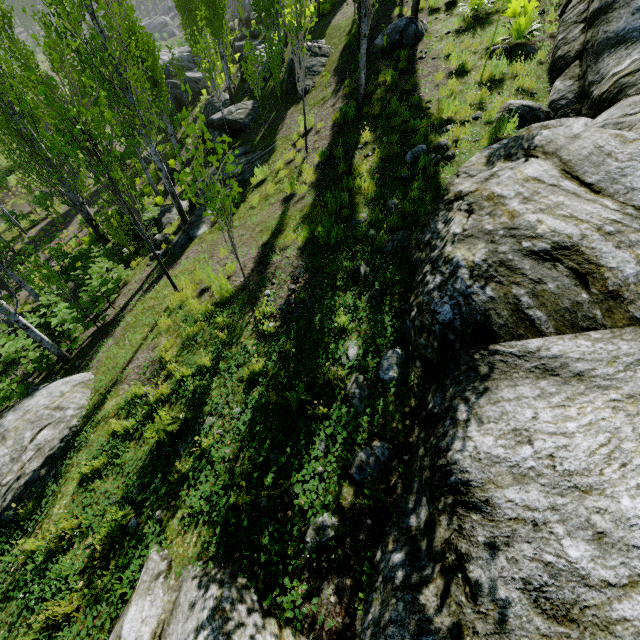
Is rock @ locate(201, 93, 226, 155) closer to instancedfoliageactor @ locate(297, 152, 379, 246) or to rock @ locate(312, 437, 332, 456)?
instancedfoliageactor @ locate(297, 152, 379, 246)

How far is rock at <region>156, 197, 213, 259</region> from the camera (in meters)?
10.02

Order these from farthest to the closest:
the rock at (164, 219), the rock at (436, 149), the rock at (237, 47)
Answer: the rock at (237, 47)
the rock at (164, 219)
the rock at (436, 149)

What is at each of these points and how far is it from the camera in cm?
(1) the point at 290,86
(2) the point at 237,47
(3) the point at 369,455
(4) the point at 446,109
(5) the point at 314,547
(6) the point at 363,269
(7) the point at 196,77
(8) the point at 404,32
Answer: (1) rock, 1379
(2) rock, 2825
(3) rock, 314
(4) instancedfoliageactor, 780
(5) rock, 275
(6) rock, 518
(7) rock, 3294
(8) rock, 1058

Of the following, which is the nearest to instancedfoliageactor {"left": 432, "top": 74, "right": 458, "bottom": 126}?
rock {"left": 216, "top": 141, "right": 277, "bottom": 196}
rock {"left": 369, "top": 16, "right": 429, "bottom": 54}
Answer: rock {"left": 216, "top": 141, "right": 277, "bottom": 196}

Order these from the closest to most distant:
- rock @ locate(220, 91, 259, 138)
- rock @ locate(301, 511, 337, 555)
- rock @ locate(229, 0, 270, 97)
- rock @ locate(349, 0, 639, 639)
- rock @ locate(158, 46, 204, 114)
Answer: rock @ locate(349, 0, 639, 639) < rock @ locate(301, 511, 337, 555) < rock @ locate(220, 91, 259, 138) < rock @ locate(229, 0, 270, 97) < rock @ locate(158, 46, 204, 114)

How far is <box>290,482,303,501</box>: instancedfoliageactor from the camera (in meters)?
3.08

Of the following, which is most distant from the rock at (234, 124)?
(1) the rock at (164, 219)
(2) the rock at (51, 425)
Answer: (2) the rock at (51, 425)
